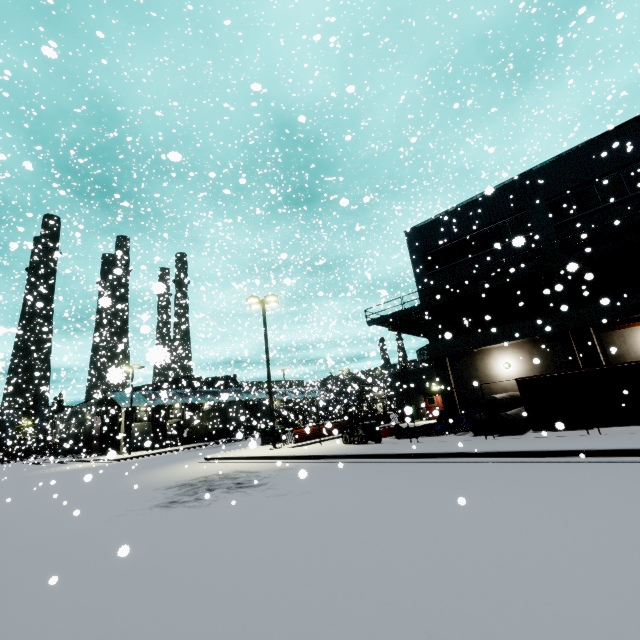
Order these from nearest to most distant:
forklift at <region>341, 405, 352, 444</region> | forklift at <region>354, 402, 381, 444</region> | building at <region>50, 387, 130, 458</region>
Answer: forklift at <region>354, 402, 381, 444</region>
forklift at <region>341, 405, 352, 444</region>
building at <region>50, 387, 130, 458</region>

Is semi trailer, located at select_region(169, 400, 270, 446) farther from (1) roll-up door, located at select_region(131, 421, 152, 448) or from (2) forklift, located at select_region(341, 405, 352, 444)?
(2) forklift, located at select_region(341, 405, 352, 444)

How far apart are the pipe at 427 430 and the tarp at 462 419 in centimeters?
7cm

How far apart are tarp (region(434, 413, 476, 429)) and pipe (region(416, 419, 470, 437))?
0.1 meters

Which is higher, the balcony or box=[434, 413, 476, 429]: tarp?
the balcony

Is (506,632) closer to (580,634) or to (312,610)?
(580,634)

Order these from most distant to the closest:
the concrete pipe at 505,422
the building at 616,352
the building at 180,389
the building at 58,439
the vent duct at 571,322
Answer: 1. the building at 58,439
2. the building at 180,389
3. the building at 616,352
4. the vent duct at 571,322
5. the concrete pipe at 505,422

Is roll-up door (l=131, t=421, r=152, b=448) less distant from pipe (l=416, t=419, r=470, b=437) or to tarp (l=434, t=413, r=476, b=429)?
pipe (l=416, t=419, r=470, b=437)
